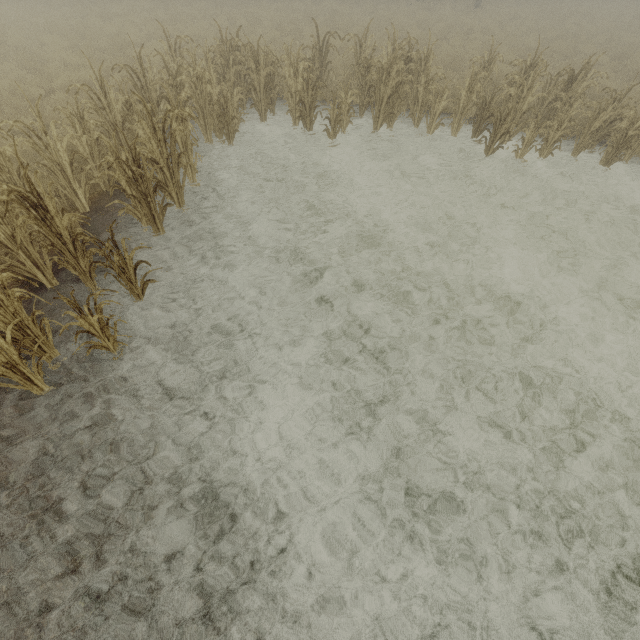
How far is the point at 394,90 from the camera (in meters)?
8.55
